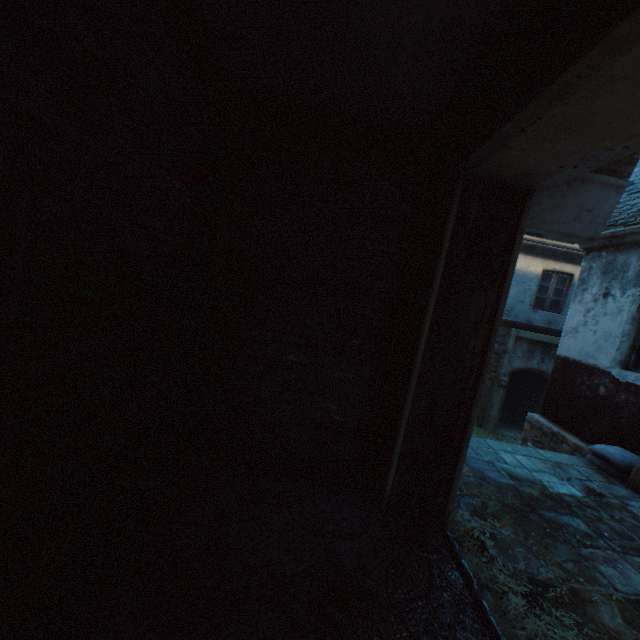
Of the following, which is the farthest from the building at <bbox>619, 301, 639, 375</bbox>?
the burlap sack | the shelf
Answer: the shelf

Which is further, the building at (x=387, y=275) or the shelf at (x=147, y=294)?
the building at (x=387, y=275)

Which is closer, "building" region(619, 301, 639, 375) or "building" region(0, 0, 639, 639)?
"building" region(0, 0, 639, 639)

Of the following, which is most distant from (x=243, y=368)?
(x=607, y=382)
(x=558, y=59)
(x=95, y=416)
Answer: (x=607, y=382)

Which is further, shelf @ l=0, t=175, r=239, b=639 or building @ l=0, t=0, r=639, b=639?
building @ l=0, t=0, r=639, b=639

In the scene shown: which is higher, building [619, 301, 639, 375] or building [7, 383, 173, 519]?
building [619, 301, 639, 375]

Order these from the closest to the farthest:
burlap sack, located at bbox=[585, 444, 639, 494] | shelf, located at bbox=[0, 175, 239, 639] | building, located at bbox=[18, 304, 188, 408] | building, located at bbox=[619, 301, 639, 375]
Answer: shelf, located at bbox=[0, 175, 239, 639]
building, located at bbox=[18, 304, 188, 408]
burlap sack, located at bbox=[585, 444, 639, 494]
building, located at bbox=[619, 301, 639, 375]

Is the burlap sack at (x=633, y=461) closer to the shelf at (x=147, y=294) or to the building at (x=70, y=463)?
the building at (x=70, y=463)
